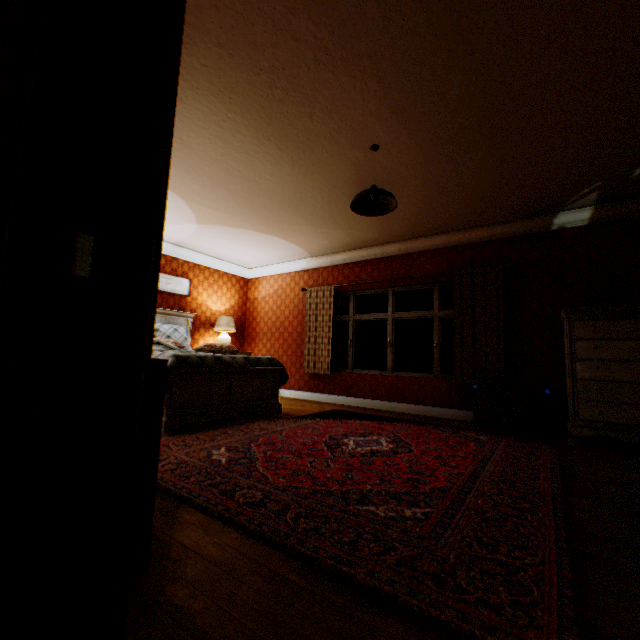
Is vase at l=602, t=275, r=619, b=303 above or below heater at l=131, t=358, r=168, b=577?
above

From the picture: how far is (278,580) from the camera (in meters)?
1.34

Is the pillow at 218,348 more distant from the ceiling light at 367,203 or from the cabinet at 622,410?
the cabinet at 622,410

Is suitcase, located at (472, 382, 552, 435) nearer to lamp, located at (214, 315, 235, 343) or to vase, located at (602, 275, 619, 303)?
vase, located at (602, 275, 619, 303)

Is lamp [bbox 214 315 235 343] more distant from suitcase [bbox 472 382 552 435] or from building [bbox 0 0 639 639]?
suitcase [bbox 472 382 552 435]

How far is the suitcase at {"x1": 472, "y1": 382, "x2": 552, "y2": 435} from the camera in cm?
430

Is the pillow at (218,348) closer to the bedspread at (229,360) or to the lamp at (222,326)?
the bedspread at (229,360)

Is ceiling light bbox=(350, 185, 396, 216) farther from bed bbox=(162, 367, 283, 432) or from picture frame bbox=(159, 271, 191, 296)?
picture frame bbox=(159, 271, 191, 296)
